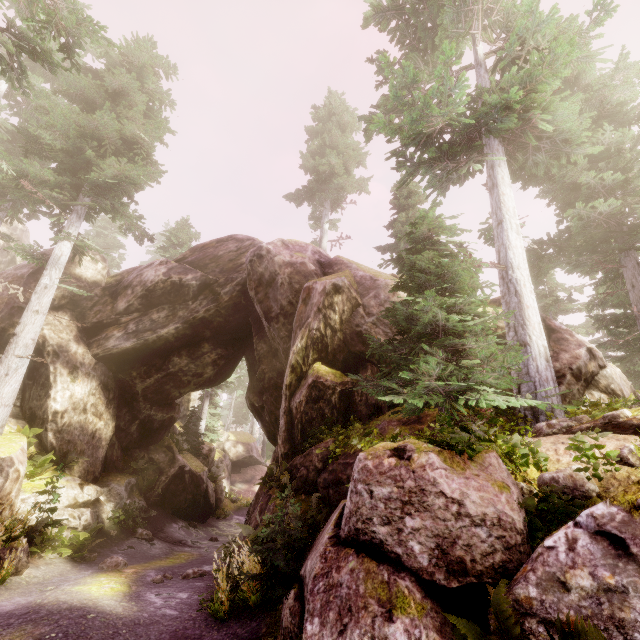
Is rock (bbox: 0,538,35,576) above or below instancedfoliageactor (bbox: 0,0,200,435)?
below

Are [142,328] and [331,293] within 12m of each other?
yes

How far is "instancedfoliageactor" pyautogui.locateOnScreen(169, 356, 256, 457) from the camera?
22.4 meters

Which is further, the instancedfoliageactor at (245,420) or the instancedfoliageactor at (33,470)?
the instancedfoliageactor at (245,420)

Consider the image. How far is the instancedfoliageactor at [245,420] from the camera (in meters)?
22.44

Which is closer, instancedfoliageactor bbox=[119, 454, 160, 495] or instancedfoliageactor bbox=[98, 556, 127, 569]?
instancedfoliageactor bbox=[98, 556, 127, 569]

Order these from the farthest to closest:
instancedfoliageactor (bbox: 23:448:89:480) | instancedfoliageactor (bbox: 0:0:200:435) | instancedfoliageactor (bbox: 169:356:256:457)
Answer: instancedfoliageactor (bbox: 169:356:256:457) < instancedfoliageactor (bbox: 23:448:89:480) < instancedfoliageactor (bbox: 0:0:200:435)
